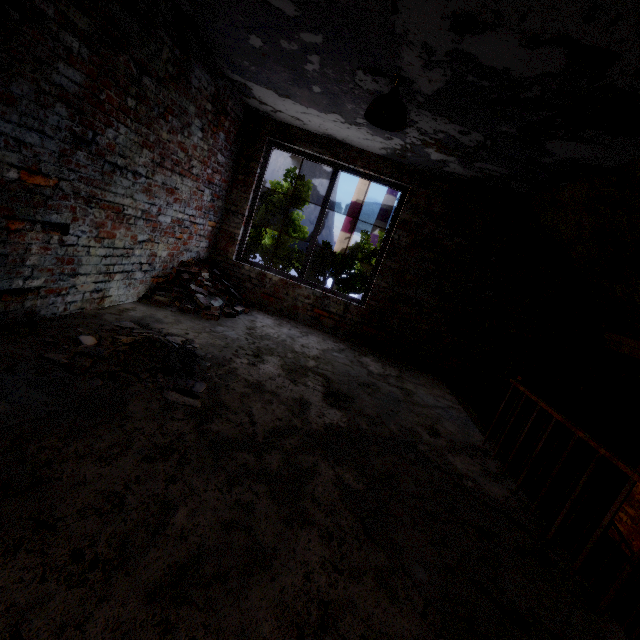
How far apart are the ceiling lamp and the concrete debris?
2.9 meters

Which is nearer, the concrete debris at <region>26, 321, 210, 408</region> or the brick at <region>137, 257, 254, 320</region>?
the concrete debris at <region>26, 321, 210, 408</region>

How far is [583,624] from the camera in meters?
1.8 m

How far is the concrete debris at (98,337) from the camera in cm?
246

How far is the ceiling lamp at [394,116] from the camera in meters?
2.9 m

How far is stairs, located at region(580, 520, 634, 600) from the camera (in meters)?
3.77

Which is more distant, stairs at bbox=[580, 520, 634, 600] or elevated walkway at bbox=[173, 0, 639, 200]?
stairs at bbox=[580, 520, 634, 600]
